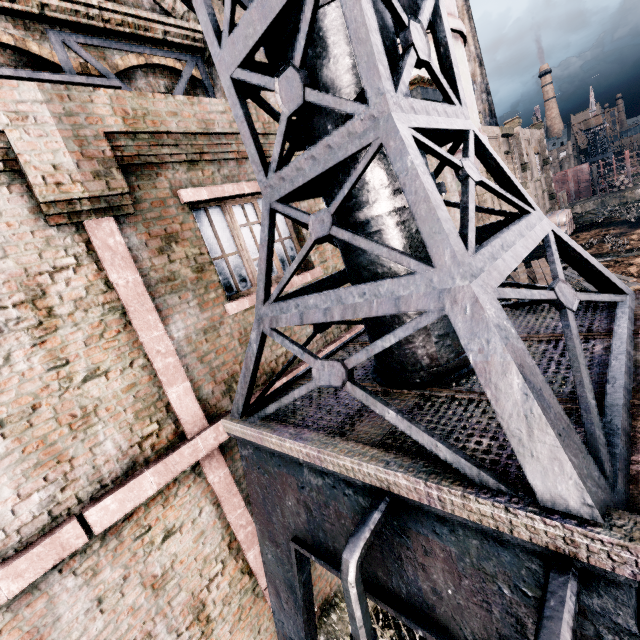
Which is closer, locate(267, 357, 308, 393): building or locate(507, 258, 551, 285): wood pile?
locate(267, 357, 308, 393): building

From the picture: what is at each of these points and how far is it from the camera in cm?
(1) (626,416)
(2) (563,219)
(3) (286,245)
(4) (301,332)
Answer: (1) crane, 168
(2) wooden barrel, 3406
(3) building, 619
(4) building, 593

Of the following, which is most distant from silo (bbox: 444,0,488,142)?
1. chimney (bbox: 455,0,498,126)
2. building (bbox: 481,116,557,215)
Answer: building (bbox: 481,116,557,215)

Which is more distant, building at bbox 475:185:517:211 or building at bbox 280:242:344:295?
building at bbox 475:185:517:211

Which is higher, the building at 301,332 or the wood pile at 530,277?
the building at 301,332

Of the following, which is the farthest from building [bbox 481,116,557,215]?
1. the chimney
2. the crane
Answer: the crane

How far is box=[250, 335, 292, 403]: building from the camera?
5.21m

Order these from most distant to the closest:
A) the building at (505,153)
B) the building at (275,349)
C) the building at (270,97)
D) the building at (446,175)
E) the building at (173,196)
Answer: the building at (505,153), the building at (446,175), the building at (270,97), the building at (275,349), the building at (173,196)
